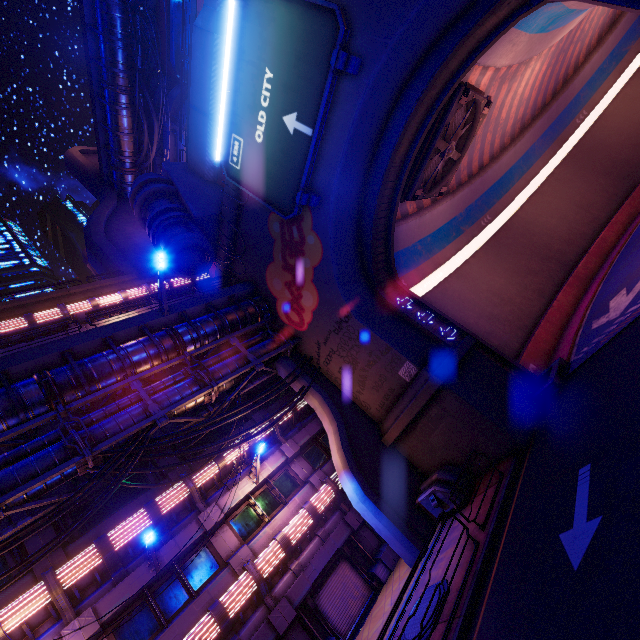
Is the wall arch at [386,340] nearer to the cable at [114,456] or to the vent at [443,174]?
the cable at [114,456]

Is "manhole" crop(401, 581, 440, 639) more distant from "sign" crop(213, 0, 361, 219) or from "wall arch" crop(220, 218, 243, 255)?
"sign" crop(213, 0, 361, 219)

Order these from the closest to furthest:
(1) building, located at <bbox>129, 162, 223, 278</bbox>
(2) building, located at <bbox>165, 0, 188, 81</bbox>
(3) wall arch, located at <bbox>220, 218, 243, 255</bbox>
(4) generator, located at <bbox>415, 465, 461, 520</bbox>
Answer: (4) generator, located at <bbox>415, 465, 461, 520</bbox> < (1) building, located at <bbox>129, 162, 223, 278</bbox> < (3) wall arch, located at <bbox>220, 218, 243, 255</bbox> < (2) building, located at <bbox>165, 0, 188, 81</bbox>

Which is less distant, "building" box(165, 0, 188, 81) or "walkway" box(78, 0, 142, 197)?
"walkway" box(78, 0, 142, 197)

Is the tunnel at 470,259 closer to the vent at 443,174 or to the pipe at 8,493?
the vent at 443,174

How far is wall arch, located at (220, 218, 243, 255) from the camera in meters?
19.0

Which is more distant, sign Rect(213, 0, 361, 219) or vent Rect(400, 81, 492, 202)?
vent Rect(400, 81, 492, 202)

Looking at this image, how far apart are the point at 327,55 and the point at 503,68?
13.1m
